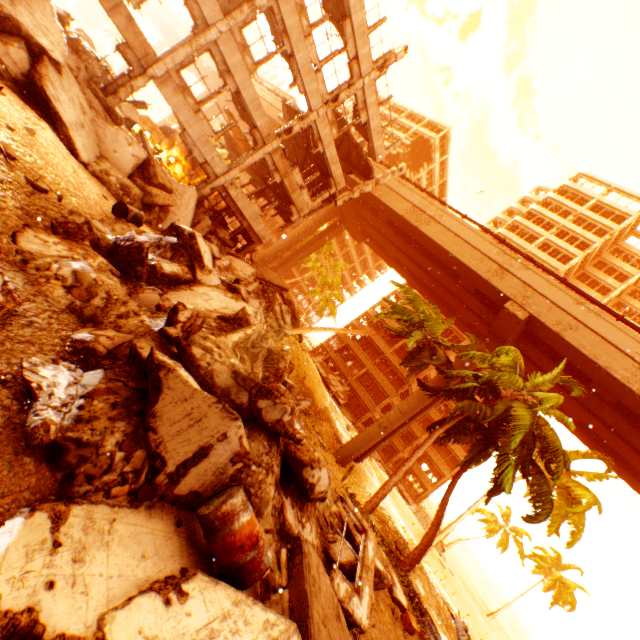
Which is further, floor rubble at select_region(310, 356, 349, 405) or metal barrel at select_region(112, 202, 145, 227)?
floor rubble at select_region(310, 356, 349, 405)

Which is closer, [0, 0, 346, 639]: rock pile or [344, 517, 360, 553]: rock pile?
[0, 0, 346, 639]: rock pile

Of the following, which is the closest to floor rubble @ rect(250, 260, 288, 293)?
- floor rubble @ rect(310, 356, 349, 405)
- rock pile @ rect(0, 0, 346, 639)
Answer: rock pile @ rect(0, 0, 346, 639)

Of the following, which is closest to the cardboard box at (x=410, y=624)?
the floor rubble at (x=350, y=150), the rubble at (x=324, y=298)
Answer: the floor rubble at (x=350, y=150)

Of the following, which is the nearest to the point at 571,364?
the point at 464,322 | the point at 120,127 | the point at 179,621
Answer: the point at 464,322

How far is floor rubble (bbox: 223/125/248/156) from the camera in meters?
23.5 m

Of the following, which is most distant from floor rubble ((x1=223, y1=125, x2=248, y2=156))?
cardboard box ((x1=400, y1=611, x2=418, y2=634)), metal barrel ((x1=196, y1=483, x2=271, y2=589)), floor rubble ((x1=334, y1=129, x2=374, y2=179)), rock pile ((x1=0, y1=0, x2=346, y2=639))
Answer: cardboard box ((x1=400, y1=611, x2=418, y2=634))

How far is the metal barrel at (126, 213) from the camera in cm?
967
